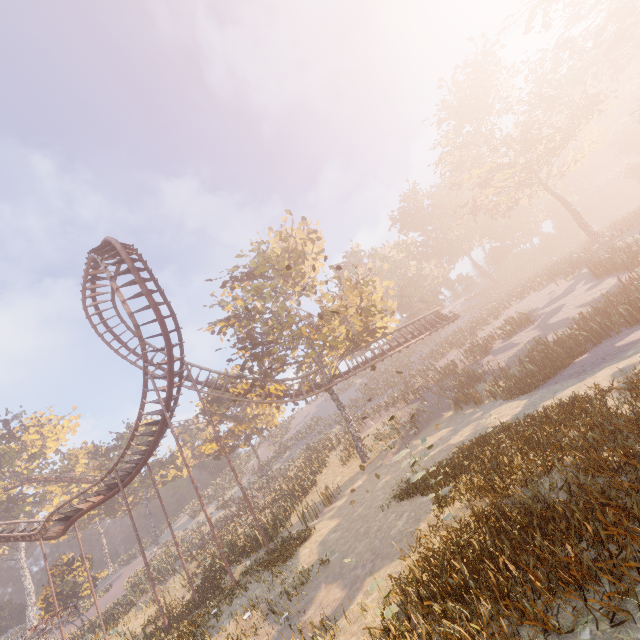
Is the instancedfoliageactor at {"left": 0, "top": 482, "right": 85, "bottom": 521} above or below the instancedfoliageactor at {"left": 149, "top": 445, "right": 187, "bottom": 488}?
above

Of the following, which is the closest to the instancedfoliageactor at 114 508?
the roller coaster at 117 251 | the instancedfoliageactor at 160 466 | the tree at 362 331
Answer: the roller coaster at 117 251

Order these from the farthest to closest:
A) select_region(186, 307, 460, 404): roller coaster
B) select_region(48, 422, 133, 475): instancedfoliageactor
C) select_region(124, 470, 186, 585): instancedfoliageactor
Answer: select_region(48, 422, 133, 475): instancedfoliageactor → select_region(124, 470, 186, 585): instancedfoliageactor → select_region(186, 307, 460, 404): roller coaster

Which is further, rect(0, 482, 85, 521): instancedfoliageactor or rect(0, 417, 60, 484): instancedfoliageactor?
rect(0, 417, 60, 484): instancedfoliageactor

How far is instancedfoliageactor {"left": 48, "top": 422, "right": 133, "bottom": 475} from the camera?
51.3m

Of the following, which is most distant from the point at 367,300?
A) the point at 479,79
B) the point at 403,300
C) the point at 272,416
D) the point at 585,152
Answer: the point at 585,152

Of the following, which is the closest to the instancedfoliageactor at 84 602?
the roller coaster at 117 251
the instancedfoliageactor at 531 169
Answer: the roller coaster at 117 251
